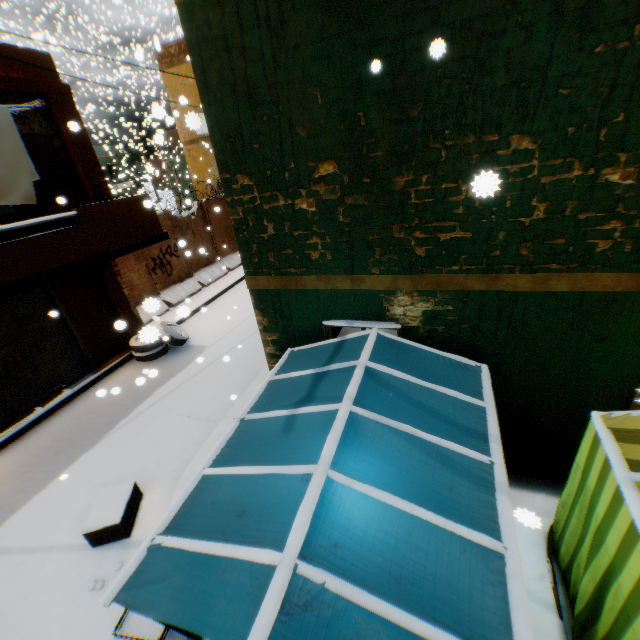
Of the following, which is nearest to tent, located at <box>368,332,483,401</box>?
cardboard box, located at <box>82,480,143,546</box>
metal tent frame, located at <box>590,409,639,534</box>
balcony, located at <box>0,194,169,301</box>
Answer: metal tent frame, located at <box>590,409,639,534</box>

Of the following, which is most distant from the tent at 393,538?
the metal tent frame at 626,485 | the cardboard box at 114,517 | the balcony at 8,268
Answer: the cardboard box at 114,517

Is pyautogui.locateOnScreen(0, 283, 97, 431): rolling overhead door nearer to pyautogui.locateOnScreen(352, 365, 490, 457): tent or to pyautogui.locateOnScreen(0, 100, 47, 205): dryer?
pyautogui.locateOnScreen(352, 365, 490, 457): tent

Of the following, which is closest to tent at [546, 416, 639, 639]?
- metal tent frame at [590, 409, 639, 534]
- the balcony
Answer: metal tent frame at [590, 409, 639, 534]

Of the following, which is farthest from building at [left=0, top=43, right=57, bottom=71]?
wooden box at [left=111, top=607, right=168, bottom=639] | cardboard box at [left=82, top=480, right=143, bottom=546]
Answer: wooden box at [left=111, top=607, right=168, bottom=639]

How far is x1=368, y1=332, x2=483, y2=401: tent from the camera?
3.49m

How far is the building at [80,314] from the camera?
8.52m

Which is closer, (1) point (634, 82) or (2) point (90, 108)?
(1) point (634, 82)
